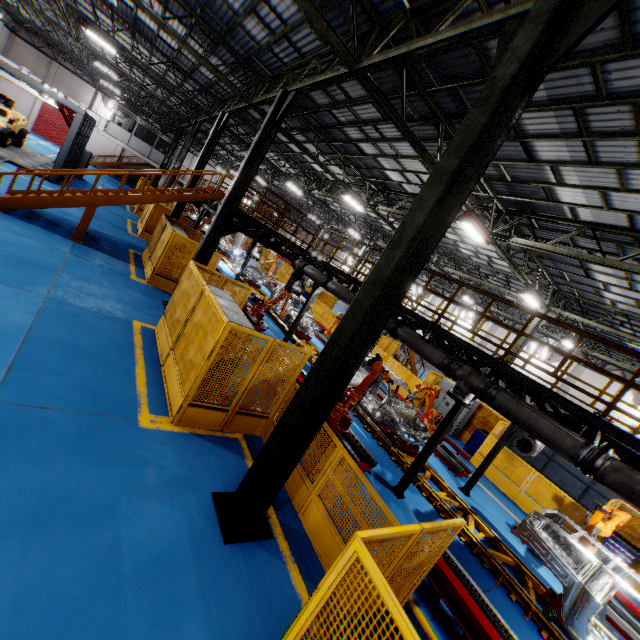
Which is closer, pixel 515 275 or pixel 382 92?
pixel 382 92

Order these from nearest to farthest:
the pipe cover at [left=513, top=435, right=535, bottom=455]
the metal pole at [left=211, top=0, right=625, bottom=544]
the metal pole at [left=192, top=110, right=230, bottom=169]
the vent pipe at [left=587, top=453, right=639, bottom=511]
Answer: the metal pole at [left=211, top=0, right=625, bottom=544] → the vent pipe at [left=587, top=453, right=639, bottom=511] → the pipe cover at [left=513, top=435, right=535, bottom=455] → the metal pole at [left=192, top=110, right=230, bottom=169]

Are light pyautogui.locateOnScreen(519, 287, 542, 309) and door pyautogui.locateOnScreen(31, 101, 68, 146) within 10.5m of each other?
no

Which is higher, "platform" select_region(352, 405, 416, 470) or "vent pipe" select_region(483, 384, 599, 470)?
"vent pipe" select_region(483, 384, 599, 470)

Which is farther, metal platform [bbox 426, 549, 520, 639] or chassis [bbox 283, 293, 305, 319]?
chassis [bbox 283, 293, 305, 319]

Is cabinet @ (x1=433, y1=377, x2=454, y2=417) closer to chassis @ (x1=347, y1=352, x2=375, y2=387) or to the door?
chassis @ (x1=347, y1=352, x2=375, y2=387)

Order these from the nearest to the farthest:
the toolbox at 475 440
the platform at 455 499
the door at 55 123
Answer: the platform at 455 499, the toolbox at 475 440, the door at 55 123

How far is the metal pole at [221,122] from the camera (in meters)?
16.06
